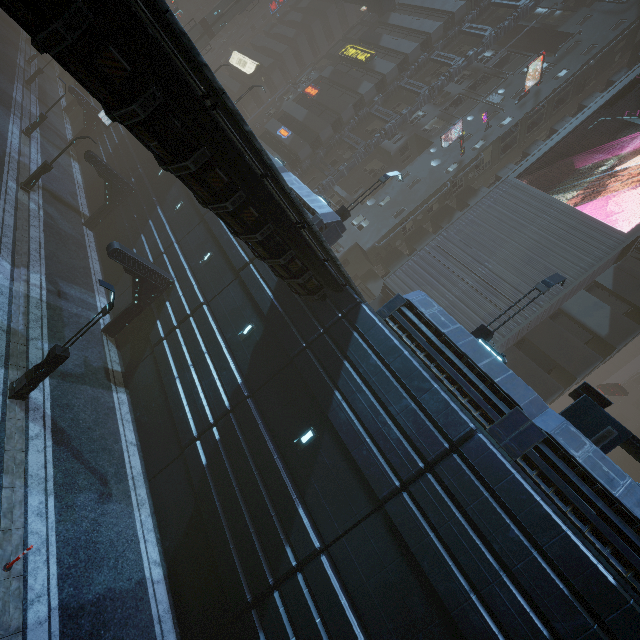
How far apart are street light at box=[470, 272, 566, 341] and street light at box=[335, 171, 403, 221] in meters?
9.7

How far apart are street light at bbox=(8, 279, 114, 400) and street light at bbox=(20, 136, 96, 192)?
16.69m

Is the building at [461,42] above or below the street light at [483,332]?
above

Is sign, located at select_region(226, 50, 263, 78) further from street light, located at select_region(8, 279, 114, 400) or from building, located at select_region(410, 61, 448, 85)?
street light, located at select_region(8, 279, 114, 400)

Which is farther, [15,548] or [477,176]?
[477,176]

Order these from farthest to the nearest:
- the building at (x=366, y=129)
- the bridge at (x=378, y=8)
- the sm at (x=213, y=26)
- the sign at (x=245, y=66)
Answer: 1. the sign at (x=245, y=66)
2. the sm at (x=213, y=26)
3. the bridge at (x=378, y=8)
4. the building at (x=366, y=129)

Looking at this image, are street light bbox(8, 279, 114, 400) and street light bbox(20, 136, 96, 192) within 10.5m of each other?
no

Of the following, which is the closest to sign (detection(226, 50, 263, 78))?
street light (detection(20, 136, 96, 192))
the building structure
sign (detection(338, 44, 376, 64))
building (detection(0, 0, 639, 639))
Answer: building (detection(0, 0, 639, 639))
